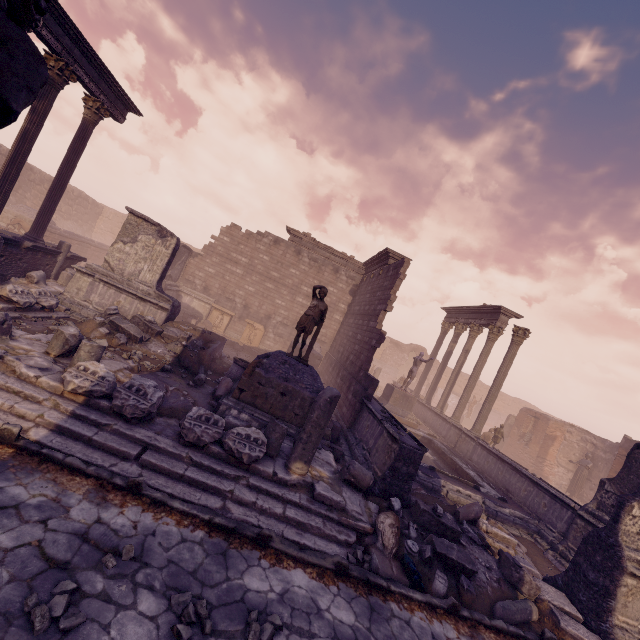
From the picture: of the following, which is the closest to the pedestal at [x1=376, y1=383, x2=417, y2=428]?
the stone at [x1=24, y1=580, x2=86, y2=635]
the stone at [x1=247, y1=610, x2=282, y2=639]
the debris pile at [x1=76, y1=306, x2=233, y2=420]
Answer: the debris pile at [x1=76, y1=306, x2=233, y2=420]

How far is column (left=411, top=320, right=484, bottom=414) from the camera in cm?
1850

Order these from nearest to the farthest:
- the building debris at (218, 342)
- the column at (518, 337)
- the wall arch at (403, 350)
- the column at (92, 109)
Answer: the building debris at (218, 342), the column at (92, 109), the column at (518, 337), the wall arch at (403, 350)

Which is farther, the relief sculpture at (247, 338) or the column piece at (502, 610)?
the relief sculpture at (247, 338)

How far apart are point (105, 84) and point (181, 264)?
9.4 meters

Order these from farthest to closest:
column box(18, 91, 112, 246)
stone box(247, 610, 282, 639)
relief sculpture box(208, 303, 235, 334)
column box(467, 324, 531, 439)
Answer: relief sculpture box(208, 303, 235, 334)
column box(467, 324, 531, 439)
column box(18, 91, 112, 246)
stone box(247, 610, 282, 639)

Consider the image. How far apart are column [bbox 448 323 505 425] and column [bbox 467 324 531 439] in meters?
0.9 m

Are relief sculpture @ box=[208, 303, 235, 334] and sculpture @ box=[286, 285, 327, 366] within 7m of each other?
no
